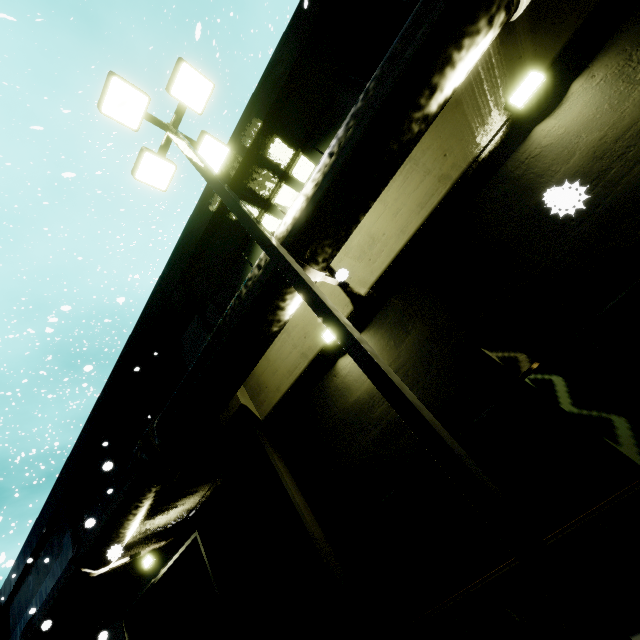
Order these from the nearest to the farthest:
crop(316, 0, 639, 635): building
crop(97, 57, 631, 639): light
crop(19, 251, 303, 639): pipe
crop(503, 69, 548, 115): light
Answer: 1. crop(97, 57, 631, 639): light
2. crop(316, 0, 639, 635): building
3. crop(503, 69, 548, 115): light
4. crop(19, 251, 303, 639): pipe

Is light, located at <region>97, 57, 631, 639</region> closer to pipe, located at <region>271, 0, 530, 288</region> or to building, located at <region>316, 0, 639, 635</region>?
pipe, located at <region>271, 0, 530, 288</region>

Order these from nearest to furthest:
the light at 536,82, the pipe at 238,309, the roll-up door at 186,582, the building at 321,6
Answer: the light at 536,82 < the pipe at 238,309 < the building at 321,6 < the roll-up door at 186,582

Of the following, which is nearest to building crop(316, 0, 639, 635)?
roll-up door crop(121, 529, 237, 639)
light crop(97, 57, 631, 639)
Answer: roll-up door crop(121, 529, 237, 639)

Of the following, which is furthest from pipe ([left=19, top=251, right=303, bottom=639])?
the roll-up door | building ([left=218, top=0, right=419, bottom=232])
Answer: the roll-up door

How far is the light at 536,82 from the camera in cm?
422

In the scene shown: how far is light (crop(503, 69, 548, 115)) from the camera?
4.2m

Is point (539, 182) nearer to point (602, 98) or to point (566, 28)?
point (602, 98)
